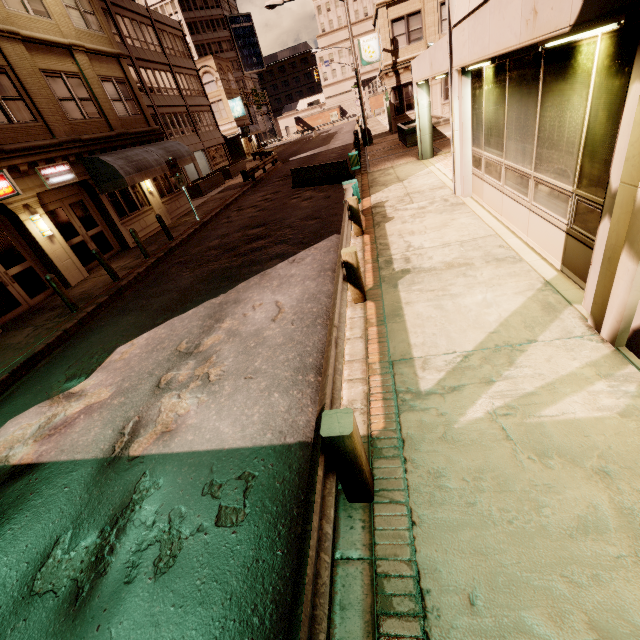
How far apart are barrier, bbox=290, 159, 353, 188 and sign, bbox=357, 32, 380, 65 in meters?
16.4 m

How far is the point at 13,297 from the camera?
10.75m

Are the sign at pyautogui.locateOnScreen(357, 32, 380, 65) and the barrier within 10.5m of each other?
no

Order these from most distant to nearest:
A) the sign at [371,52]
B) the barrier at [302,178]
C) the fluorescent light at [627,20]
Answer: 1. the sign at [371,52]
2. the barrier at [302,178]
3. the fluorescent light at [627,20]

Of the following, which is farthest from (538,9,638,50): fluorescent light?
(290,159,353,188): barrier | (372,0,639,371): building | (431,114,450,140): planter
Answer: (431,114,450,140): planter

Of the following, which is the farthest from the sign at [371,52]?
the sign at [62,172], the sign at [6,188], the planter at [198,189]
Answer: the sign at [6,188]

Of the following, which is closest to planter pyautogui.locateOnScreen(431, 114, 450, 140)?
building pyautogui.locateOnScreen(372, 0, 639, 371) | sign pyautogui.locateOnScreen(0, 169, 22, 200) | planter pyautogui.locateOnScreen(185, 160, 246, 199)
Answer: building pyautogui.locateOnScreen(372, 0, 639, 371)

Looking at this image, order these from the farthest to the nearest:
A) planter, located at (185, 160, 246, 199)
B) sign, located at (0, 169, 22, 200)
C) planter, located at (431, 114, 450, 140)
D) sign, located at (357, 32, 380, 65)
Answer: sign, located at (357, 32, 380, 65) → planter, located at (185, 160, 246, 199) → planter, located at (431, 114, 450, 140) → sign, located at (0, 169, 22, 200)
